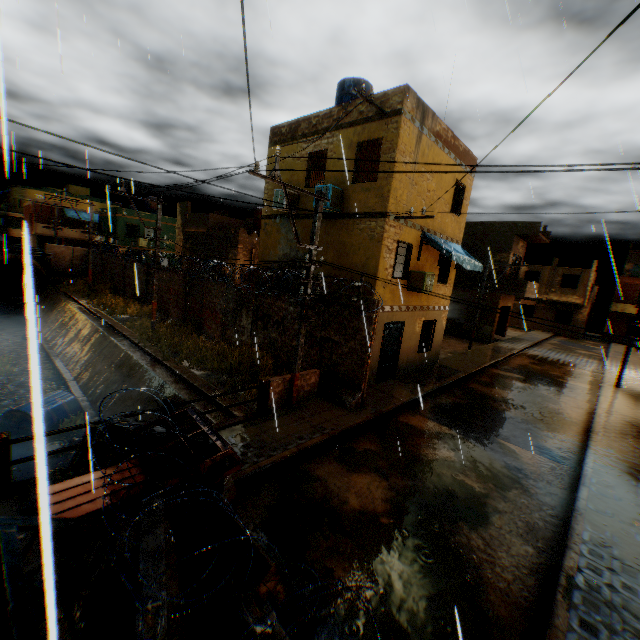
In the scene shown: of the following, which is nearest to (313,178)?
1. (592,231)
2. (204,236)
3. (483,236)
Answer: (592,231)

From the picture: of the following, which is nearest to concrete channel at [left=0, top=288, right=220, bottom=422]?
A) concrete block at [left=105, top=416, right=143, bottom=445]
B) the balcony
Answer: concrete block at [left=105, top=416, right=143, bottom=445]

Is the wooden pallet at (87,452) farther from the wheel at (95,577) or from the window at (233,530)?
the window at (233,530)

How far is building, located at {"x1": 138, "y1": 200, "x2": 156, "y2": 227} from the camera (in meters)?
35.16

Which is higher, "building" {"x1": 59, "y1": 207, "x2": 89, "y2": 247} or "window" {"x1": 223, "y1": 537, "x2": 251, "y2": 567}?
"building" {"x1": 59, "y1": 207, "x2": 89, "y2": 247}

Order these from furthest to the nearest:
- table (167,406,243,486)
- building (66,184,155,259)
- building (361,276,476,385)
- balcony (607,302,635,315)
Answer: balcony (607,302,635,315) < building (66,184,155,259) < building (361,276,476,385) < table (167,406,243,486)

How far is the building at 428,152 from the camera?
10.45m

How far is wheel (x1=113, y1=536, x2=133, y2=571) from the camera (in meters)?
3.71
